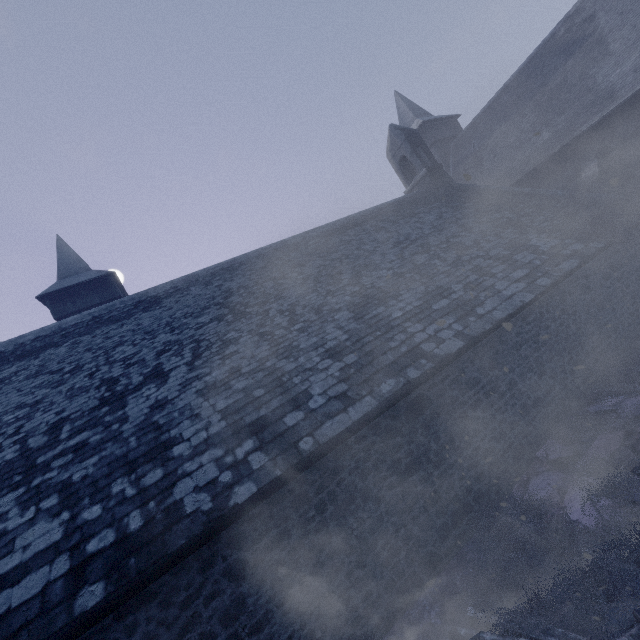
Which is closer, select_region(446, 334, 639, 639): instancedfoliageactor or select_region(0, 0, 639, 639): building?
select_region(446, 334, 639, 639): instancedfoliageactor

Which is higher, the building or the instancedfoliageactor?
the building

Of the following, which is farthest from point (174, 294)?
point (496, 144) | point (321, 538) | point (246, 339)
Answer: point (496, 144)

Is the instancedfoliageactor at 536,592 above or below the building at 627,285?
below

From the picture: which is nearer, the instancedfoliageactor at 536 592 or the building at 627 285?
the instancedfoliageactor at 536 592
